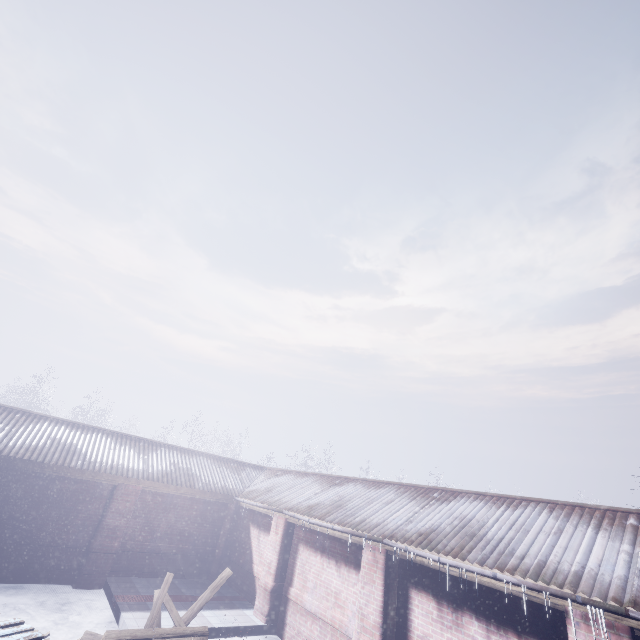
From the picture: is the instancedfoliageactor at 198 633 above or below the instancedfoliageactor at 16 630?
below

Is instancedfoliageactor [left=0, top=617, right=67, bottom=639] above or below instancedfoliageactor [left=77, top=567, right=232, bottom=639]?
above

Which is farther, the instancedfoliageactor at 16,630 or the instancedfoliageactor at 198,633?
the instancedfoliageactor at 198,633

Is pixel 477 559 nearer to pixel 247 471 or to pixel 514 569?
pixel 514 569

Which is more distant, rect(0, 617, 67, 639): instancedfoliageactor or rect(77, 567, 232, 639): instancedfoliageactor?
rect(77, 567, 232, 639): instancedfoliageactor
